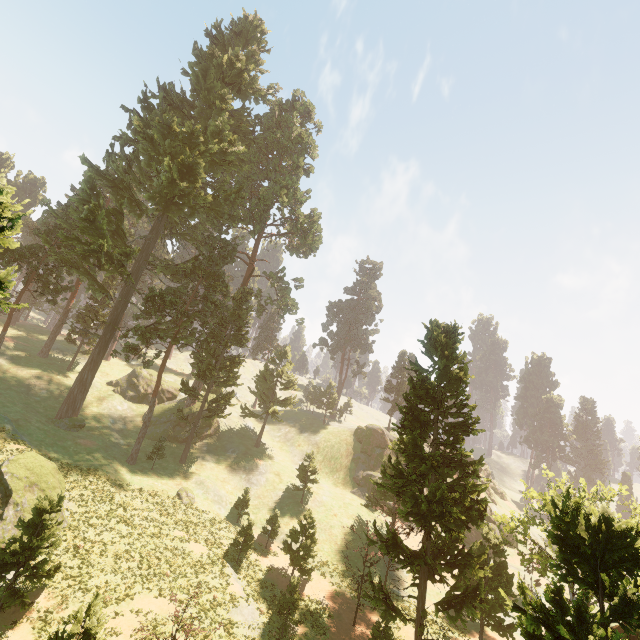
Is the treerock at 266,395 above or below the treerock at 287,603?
above

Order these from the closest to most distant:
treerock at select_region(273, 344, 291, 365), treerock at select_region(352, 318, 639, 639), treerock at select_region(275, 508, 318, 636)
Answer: treerock at select_region(352, 318, 639, 639), treerock at select_region(275, 508, 318, 636), treerock at select_region(273, 344, 291, 365)

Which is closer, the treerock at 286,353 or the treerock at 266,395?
the treerock at 266,395

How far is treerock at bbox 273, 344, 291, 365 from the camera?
53.2m

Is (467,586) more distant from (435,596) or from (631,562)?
(435,596)

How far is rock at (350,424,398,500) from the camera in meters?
48.5
